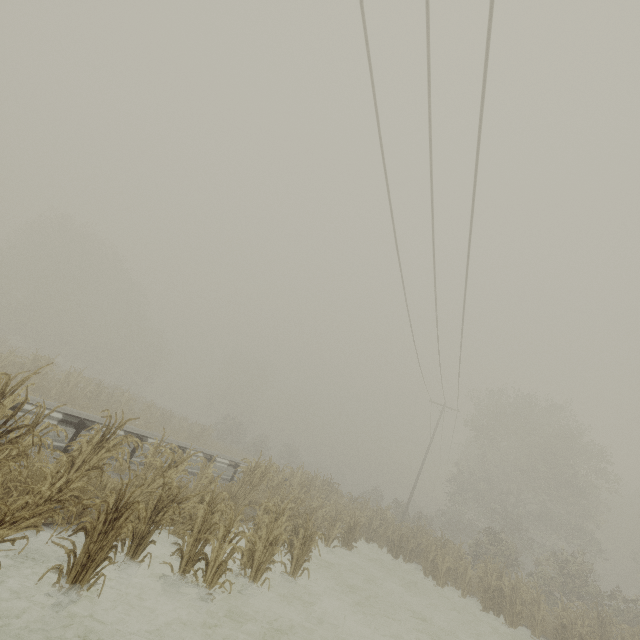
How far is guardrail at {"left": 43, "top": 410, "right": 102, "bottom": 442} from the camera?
8.0m

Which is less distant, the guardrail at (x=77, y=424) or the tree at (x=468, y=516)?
the tree at (x=468, y=516)

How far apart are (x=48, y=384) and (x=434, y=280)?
21.4m

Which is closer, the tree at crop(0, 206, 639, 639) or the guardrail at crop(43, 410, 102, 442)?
the tree at crop(0, 206, 639, 639)

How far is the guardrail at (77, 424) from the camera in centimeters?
802cm
